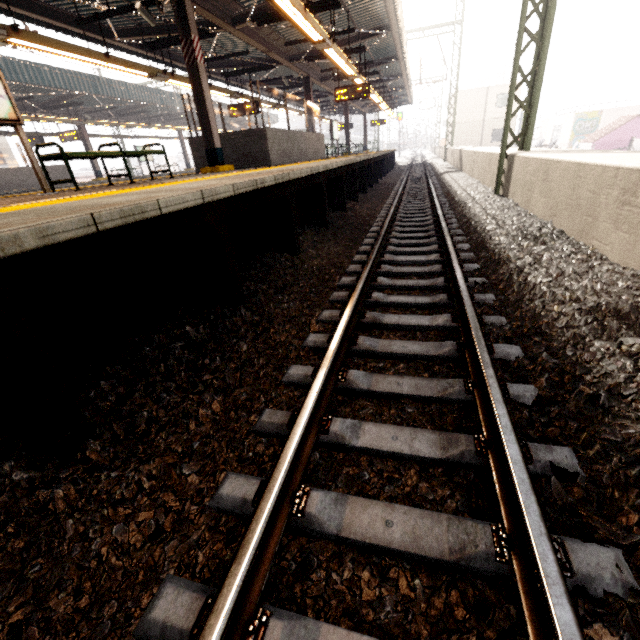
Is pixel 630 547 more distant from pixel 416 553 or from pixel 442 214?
pixel 442 214

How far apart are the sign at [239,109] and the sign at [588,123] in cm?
3963

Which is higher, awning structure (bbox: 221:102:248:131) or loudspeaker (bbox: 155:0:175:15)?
awning structure (bbox: 221:102:248:131)

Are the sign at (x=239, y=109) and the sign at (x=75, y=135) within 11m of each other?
yes

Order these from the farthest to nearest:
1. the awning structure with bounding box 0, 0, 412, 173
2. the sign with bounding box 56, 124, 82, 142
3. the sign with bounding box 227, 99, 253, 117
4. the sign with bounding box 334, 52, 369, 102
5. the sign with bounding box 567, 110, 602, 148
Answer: the sign with bounding box 567, 110, 602, 148
the sign with bounding box 56, 124, 82, 142
the sign with bounding box 227, 99, 253, 117
the sign with bounding box 334, 52, 369, 102
the awning structure with bounding box 0, 0, 412, 173

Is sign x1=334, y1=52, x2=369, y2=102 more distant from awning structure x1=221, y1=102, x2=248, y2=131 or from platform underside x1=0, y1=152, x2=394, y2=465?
awning structure x1=221, y1=102, x2=248, y2=131

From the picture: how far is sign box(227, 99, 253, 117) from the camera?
14.90m

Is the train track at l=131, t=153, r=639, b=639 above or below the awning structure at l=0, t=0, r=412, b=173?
below
